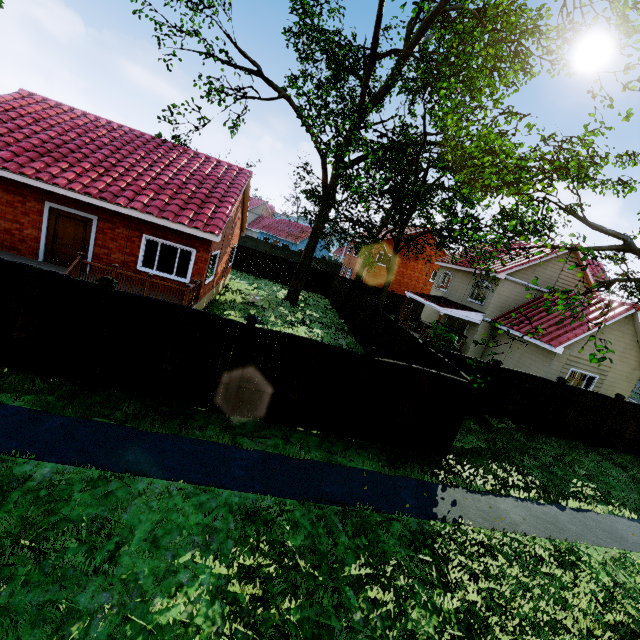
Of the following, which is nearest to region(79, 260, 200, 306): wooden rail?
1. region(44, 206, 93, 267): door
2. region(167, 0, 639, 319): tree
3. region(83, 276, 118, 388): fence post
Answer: region(44, 206, 93, 267): door

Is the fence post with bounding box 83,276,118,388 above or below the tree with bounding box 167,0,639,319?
below

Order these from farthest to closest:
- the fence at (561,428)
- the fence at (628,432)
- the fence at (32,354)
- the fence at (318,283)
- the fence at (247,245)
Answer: the fence at (247,245) → the fence at (318,283) → the fence at (628,432) → the fence at (561,428) → the fence at (32,354)

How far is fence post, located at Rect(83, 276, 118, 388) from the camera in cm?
672

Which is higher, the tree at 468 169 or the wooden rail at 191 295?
the tree at 468 169

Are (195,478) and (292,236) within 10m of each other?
no

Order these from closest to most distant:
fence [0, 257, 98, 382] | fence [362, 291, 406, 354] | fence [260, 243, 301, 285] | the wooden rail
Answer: fence [0, 257, 98, 382] < the wooden rail < fence [362, 291, 406, 354] < fence [260, 243, 301, 285]

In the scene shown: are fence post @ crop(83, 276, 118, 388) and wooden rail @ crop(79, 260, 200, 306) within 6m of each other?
yes
